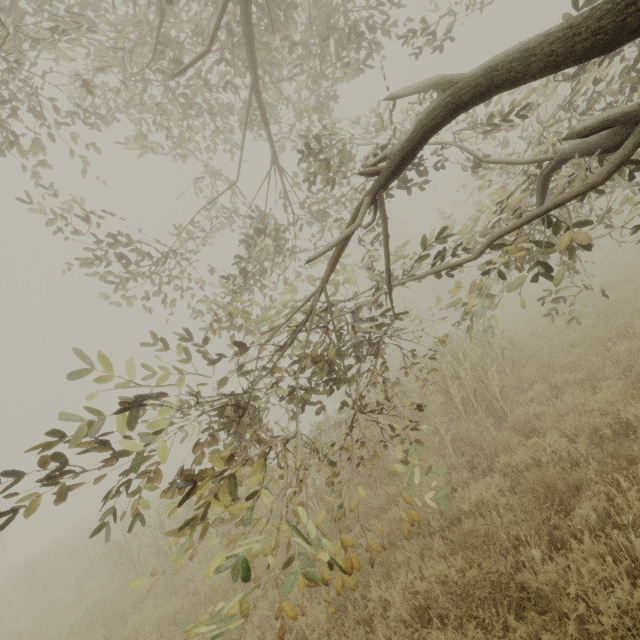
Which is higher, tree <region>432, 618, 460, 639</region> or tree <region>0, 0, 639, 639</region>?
tree <region>0, 0, 639, 639</region>

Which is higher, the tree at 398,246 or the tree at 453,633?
the tree at 398,246

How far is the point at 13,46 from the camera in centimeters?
376cm
